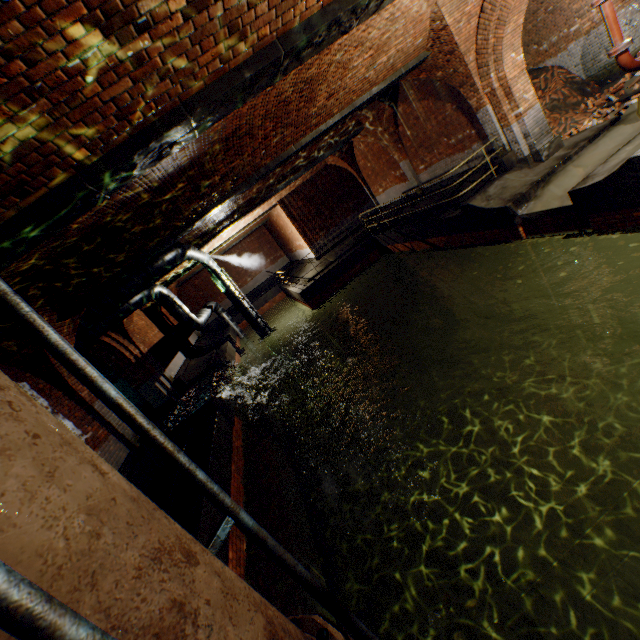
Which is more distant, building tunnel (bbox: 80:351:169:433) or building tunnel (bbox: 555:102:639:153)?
building tunnel (bbox: 80:351:169:433)

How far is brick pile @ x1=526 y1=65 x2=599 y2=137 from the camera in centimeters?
1098cm

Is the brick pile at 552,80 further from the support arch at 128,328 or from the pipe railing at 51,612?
the pipe railing at 51,612

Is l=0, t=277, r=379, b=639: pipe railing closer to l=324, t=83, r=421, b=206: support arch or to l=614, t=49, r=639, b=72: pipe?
l=614, t=49, r=639, b=72: pipe

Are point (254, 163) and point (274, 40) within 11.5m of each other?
yes

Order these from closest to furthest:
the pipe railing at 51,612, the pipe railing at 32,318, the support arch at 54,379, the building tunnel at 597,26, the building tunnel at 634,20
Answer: the pipe railing at 51,612
the pipe railing at 32,318
the support arch at 54,379
the building tunnel at 634,20
the building tunnel at 597,26

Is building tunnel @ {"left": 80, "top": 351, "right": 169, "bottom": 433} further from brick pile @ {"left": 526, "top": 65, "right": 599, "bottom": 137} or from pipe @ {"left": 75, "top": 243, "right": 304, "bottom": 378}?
brick pile @ {"left": 526, "top": 65, "right": 599, "bottom": 137}
